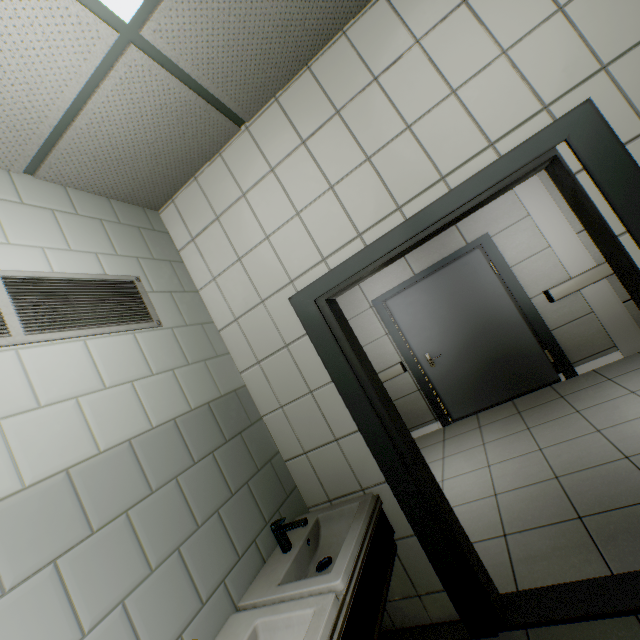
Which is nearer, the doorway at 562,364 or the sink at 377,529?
the sink at 377,529

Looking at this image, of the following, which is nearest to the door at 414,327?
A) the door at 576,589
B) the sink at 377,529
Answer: the door at 576,589

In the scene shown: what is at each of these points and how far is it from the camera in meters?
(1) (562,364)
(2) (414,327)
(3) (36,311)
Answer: (1) doorway, 4.2 m
(2) door, 4.8 m
(3) ventilation grill, 1.3 m

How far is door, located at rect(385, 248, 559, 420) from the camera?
4.35m

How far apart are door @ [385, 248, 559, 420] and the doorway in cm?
1

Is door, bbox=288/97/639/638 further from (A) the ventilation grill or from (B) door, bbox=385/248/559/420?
(B) door, bbox=385/248/559/420

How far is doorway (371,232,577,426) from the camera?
4.2 meters

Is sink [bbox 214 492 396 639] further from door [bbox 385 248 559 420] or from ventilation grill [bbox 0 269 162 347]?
door [bbox 385 248 559 420]
